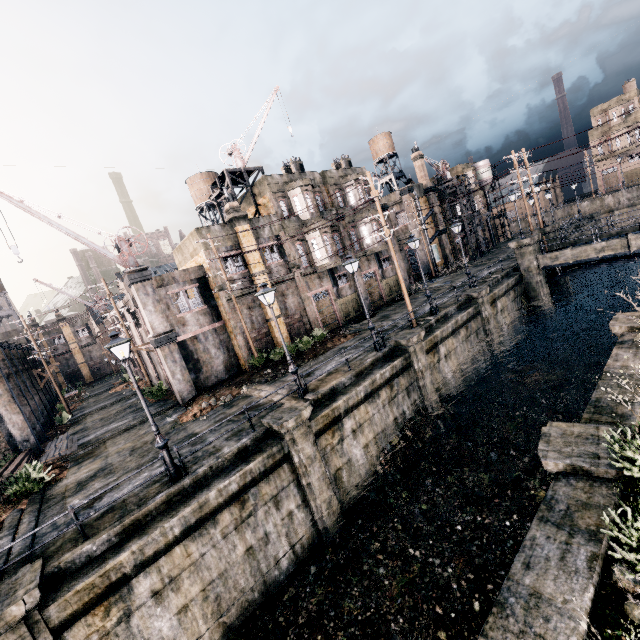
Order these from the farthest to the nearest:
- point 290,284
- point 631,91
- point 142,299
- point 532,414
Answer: point 631,91, point 290,284, point 142,299, point 532,414

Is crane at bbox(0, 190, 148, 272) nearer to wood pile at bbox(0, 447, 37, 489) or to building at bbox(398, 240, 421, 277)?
wood pile at bbox(0, 447, 37, 489)

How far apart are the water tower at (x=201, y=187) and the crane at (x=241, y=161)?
16.27m

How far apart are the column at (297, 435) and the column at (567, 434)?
7.9m

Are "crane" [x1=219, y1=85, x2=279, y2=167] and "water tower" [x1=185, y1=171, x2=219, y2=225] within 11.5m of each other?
no

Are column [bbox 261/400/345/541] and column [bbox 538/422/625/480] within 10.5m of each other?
yes

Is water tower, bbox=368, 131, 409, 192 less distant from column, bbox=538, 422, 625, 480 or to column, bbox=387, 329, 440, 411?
column, bbox=387, 329, 440, 411

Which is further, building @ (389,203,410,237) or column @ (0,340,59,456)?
building @ (389,203,410,237)
